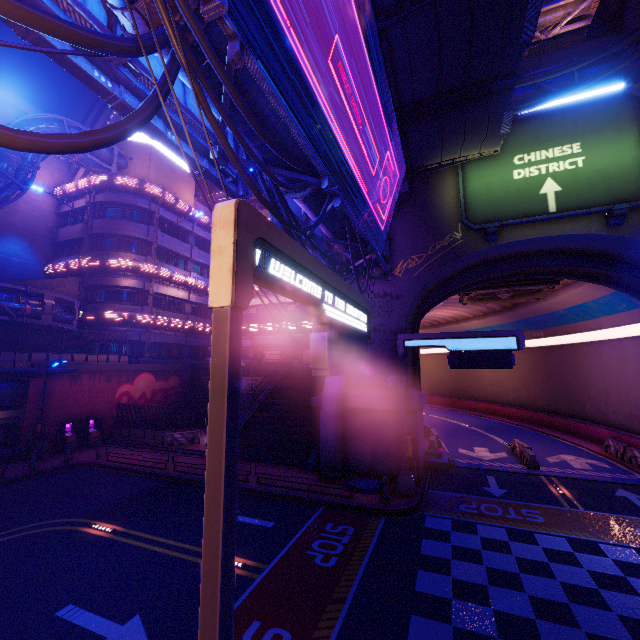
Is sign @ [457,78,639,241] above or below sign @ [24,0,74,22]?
above

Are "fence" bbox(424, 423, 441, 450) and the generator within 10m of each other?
no

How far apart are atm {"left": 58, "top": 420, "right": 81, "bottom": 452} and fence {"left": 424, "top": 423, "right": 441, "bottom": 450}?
24.72m

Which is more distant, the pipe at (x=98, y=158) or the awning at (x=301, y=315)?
the awning at (x=301, y=315)

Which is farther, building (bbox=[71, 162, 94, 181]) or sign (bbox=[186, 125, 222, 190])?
building (bbox=[71, 162, 94, 181])

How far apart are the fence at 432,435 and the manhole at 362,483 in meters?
8.3

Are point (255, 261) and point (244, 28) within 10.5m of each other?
yes

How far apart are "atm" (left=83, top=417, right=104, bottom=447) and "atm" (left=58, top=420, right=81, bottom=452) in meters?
0.5
